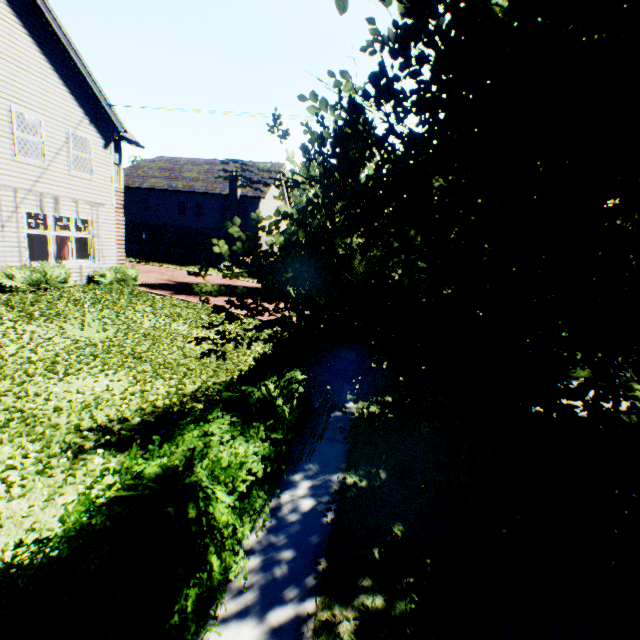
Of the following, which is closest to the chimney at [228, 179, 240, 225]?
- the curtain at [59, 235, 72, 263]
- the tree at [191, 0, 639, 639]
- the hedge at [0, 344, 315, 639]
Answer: the tree at [191, 0, 639, 639]

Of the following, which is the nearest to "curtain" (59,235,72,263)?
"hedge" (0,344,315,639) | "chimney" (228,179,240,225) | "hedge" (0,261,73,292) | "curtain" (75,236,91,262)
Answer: "curtain" (75,236,91,262)

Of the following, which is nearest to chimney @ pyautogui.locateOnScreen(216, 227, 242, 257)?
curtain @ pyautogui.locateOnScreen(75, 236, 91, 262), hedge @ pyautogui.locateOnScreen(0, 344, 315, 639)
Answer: curtain @ pyautogui.locateOnScreen(75, 236, 91, 262)

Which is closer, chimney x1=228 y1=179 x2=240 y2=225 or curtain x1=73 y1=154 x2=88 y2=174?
curtain x1=73 y1=154 x2=88 y2=174

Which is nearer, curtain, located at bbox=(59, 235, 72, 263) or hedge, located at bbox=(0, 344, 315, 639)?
hedge, located at bbox=(0, 344, 315, 639)

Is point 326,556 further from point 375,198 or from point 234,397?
point 375,198

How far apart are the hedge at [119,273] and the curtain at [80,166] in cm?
388

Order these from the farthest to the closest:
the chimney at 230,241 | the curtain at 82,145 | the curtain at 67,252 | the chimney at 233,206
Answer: the chimney at 230,241 < the chimney at 233,206 < the curtain at 67,252 < the curtain at 82,145
